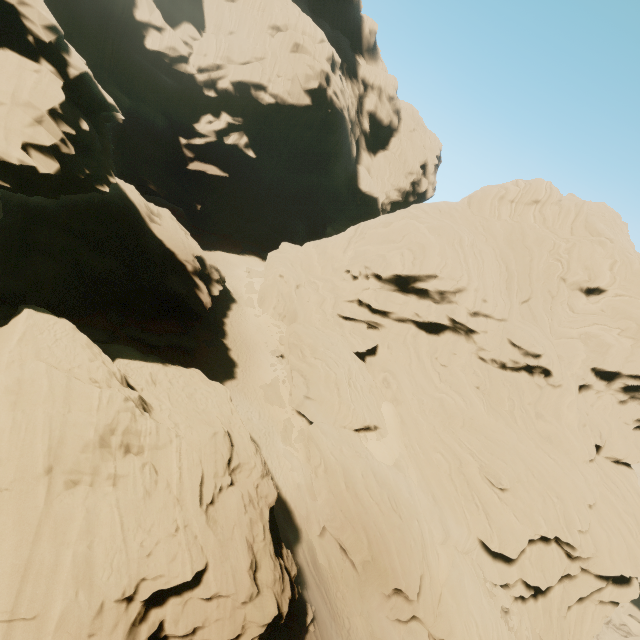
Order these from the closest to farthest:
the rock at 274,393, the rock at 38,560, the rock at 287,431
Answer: the rock at 38,560 < the rock at 287,431 < the rock at 274,393

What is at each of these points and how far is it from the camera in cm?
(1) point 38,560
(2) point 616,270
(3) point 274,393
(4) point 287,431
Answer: (1) rock, 1023
(2) rock, 3669
(3) rock, 3222
(4) rock, 2978

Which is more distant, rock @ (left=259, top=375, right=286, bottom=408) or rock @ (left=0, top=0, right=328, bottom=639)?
rock @ (left=259, top=375, right=286, bottom=408)

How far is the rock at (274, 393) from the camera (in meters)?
31.58

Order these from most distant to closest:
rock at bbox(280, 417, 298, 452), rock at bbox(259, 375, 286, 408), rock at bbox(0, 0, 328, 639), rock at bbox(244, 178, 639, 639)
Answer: rock at bbox(259, 375, 286, 408) < rock at bbox(280, 417, 298, 452) < rock at bbox(244, 178, 639, 639) < rock at bbox(0, 0, 328, 639)

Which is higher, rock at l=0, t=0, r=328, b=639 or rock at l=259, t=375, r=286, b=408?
rock at l=0, t=0, r=328, b=639
